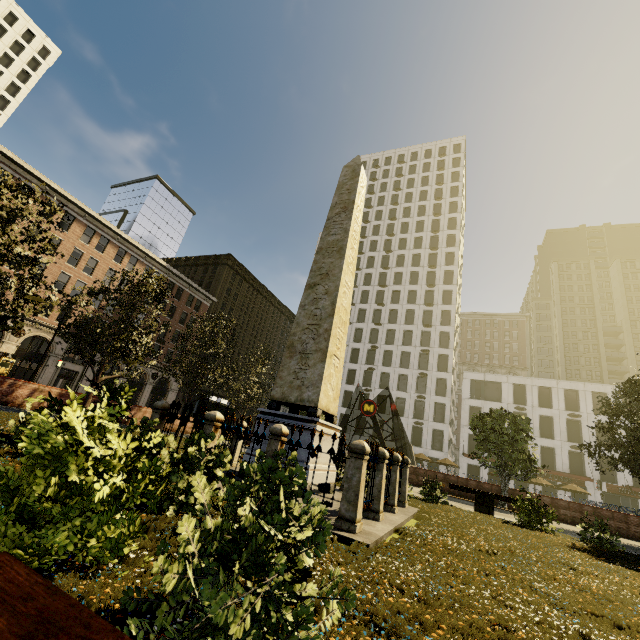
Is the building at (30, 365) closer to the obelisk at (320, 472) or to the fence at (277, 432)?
the fence at (277, 432)

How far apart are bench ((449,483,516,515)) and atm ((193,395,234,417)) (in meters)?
19.71

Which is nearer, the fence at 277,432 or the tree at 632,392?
the fence at 277,432

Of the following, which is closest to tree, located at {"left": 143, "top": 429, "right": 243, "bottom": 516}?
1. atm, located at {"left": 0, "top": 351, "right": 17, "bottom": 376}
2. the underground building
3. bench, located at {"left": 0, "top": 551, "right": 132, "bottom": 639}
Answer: the underground building

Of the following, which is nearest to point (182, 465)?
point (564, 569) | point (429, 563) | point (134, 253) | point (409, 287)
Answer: point (429, 563)

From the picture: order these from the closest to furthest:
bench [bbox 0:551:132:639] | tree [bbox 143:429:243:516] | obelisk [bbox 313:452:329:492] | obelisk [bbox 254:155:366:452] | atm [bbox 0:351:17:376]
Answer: bench [bbox 0:551:132:639] → tree [bbox 143:429:243:516] → obelisk [bbox 313:452:329:492] → obelisk [bbox 254:155:366:452] → atm [bbox 0:351:17:376]

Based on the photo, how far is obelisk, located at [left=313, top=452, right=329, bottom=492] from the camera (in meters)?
8.02

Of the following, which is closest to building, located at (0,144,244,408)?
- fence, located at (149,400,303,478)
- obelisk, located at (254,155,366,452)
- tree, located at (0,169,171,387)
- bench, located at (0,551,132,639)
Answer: tree, located at (0,169,171,387)
